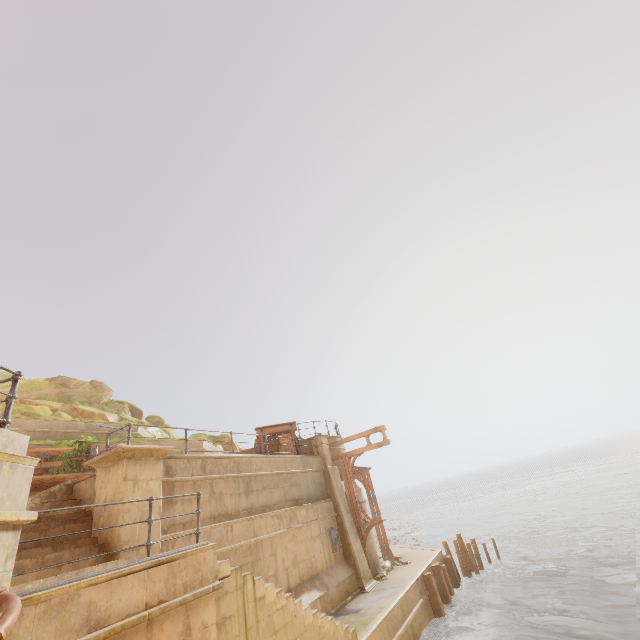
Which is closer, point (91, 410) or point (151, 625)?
point (151, 625)

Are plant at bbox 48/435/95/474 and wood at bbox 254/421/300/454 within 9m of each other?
yes

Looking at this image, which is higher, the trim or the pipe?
the trim

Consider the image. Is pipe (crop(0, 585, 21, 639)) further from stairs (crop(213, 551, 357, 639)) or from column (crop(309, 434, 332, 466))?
column (crop(309, 434, 332, 466))

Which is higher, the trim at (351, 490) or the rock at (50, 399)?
the rock at (50, 399)

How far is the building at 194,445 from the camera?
18.1 meters

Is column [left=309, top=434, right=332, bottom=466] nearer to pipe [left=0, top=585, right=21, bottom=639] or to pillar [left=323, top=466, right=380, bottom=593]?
pillar [left=323, top=466, right=380, bottom=593]

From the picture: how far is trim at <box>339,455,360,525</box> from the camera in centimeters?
1655cm
